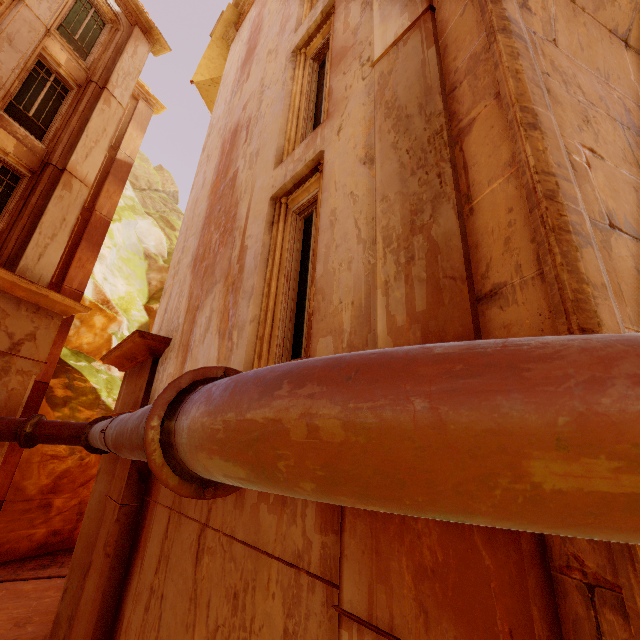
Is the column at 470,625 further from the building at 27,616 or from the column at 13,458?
the column at 13,458

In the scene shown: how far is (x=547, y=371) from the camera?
0.76m

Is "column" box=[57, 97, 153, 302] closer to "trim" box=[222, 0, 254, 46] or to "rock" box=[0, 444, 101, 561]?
"rock" box=[0, 444, 101, 561]

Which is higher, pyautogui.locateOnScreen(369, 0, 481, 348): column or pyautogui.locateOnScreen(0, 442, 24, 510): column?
pyautogui.locateOnScreen(369, 0, 481, 348): column

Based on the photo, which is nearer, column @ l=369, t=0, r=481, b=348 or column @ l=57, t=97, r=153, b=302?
column @ l=369, t=0, r=481, b=348

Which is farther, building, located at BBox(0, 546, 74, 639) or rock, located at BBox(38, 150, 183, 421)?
rock, located at BBox(38, 150, 183, 421)

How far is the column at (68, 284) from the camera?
13.4m

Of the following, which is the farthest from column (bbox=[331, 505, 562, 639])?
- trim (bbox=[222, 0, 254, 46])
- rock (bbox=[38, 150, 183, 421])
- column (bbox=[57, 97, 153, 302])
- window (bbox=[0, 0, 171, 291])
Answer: rock (bbox=[38, 150, 183, 421])
